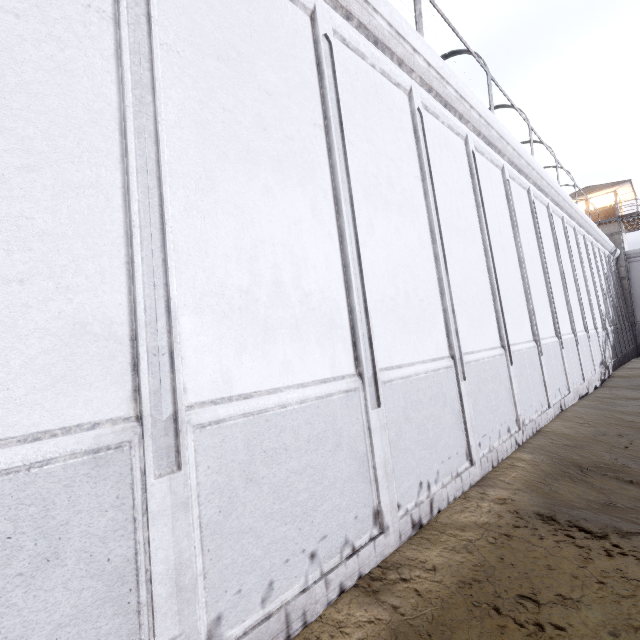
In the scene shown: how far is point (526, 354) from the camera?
8.37m
